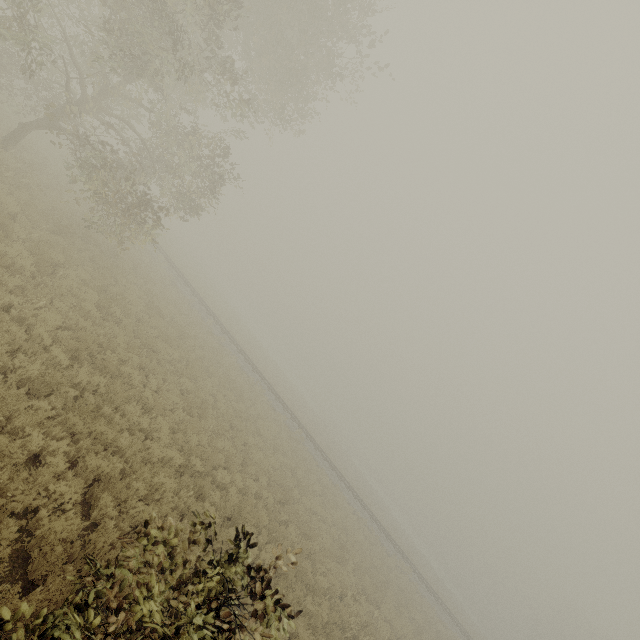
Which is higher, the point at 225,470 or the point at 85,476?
the point at 225,470
